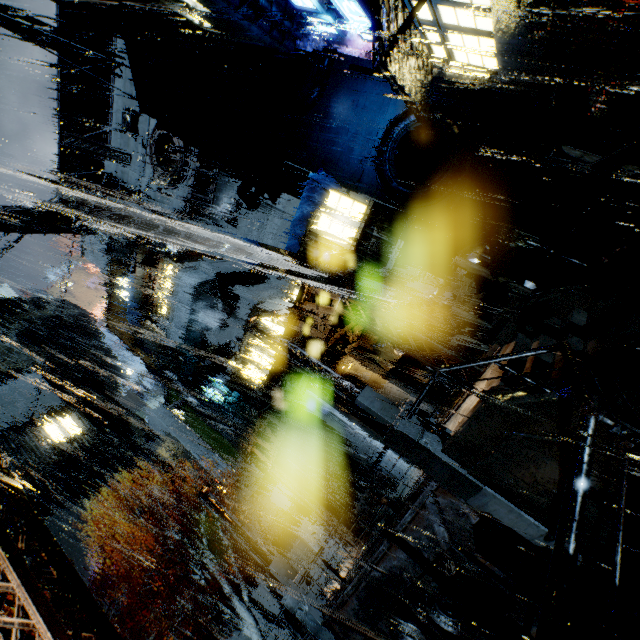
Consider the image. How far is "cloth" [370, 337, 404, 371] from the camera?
19.1 meters

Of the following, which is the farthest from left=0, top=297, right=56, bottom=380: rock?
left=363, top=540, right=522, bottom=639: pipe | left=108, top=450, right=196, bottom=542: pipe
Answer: left=363, top=540, right=522, bottom=639: pipe

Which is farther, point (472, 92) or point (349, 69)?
point (349, 69)

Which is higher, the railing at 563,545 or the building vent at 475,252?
the building vent at 475,252

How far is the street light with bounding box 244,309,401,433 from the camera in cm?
912

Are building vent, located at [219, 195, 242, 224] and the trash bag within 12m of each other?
no

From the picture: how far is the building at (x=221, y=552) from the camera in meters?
25.0 m

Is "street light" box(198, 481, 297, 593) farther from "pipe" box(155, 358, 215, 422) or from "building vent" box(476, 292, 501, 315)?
"pipe" box(155, 358, 215, 422)
